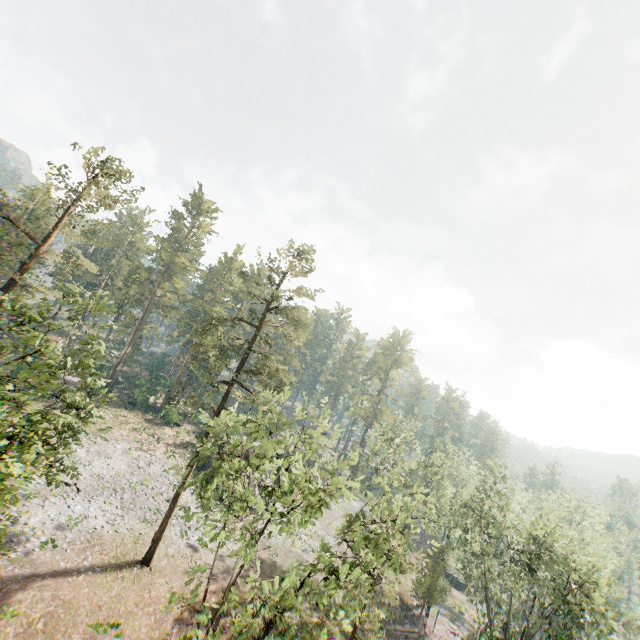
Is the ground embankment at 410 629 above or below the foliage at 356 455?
below

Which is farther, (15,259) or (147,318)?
(147,318)

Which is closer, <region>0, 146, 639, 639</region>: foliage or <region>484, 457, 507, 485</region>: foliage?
<region>0, 146, 639, 639</region>: foliage

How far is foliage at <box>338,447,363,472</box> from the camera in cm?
1372

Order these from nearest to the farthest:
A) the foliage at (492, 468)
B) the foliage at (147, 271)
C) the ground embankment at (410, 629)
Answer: the foliage at (147, 271) < the foliage at (492, 468) < the ground embankment at (410, 629)

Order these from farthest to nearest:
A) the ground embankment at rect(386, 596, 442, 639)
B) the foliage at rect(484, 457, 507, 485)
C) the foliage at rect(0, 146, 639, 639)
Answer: the ground embankment at rect(386, 596, 442, 639)
the foliage at rect(484, 457, 507, 485)
the foliage at rect(0, 146, 639, 639)

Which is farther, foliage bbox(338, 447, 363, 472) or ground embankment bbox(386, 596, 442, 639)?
ground embankment bbox(386, 596, 442, 639)
